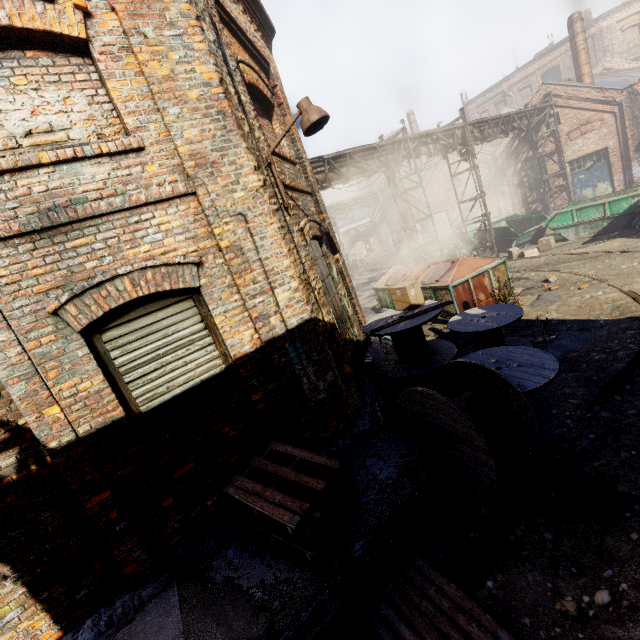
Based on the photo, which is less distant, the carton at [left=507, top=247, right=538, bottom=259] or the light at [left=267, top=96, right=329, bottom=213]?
the light at [left=267, top=96, right=329, bottom=213]

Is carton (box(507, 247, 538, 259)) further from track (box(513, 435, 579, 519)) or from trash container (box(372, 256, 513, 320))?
track (box(513, 435, 579, 519))

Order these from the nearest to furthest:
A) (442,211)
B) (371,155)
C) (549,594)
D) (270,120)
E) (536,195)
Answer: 1. (549,594)
2. (270,120)
3. (371,155)
4. (536,195)
5. (442,211)

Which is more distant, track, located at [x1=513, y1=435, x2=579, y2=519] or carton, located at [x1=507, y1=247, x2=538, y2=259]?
carton, located at [x1=507, y1=247, x2=538, y2=259]

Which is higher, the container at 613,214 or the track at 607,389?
the container at 613,214

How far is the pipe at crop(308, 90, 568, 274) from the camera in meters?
11.8

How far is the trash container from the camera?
9.3m

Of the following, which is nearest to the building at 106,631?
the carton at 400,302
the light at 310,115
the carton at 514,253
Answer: the carton at 400,302
